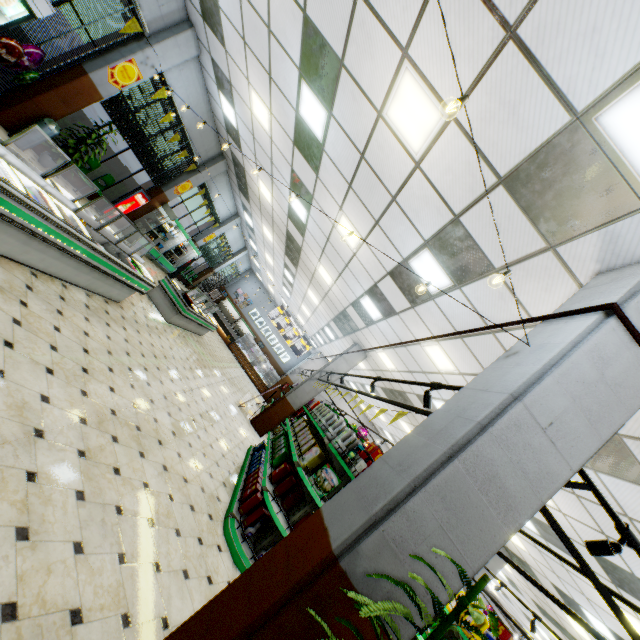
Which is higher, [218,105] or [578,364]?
[218,105]

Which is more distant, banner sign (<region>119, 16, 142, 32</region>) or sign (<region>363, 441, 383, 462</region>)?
banner sign (<region>119, 16, 142, 32</region>)

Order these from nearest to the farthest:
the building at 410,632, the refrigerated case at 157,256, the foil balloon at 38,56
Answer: the building at 410,632 → the foil balloon at 38,56 → the refrigerated case at 157,256

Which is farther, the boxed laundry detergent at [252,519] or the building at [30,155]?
the building at [30,155]

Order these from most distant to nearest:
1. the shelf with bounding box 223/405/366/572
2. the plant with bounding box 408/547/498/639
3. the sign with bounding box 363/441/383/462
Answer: the sign with bounding box 363/441/383/462 → the shelf with bounding box 223/405/366/572 → the plant with bounding box 408/547/498/639

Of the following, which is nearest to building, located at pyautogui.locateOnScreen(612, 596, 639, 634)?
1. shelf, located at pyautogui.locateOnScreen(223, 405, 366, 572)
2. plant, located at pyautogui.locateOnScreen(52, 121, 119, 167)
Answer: shelf, located at pyautogui.locateOnScreen(223, 405, 366, 572)

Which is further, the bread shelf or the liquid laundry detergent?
the bread shelf

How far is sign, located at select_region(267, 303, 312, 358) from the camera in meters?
23.6 m
